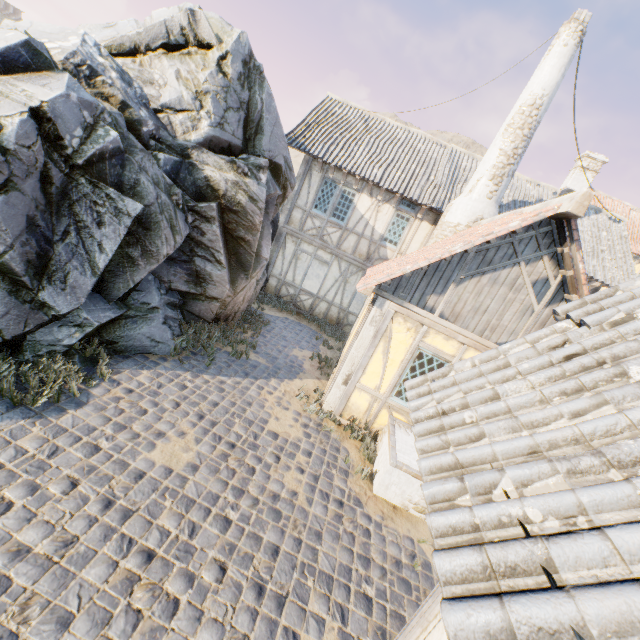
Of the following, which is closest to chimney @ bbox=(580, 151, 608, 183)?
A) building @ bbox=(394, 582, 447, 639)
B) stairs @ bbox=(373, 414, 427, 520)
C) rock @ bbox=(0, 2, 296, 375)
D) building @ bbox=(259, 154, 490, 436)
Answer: building @ bbox=(259, 154, 490, 436)

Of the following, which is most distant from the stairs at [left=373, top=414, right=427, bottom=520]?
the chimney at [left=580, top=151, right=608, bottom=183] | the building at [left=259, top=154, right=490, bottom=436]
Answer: the chimney at [left=580, top=151, right=608, bottom=183]

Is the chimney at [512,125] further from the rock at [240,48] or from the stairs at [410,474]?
the stairs at [410,474]

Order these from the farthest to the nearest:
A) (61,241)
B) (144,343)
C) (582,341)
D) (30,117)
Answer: A:
1. (144,343)
2. (61,241)
3. (30,117)
4. (582,341)

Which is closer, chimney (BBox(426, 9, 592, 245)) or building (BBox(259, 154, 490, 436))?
building (BBox(259, 154, 490, 436))

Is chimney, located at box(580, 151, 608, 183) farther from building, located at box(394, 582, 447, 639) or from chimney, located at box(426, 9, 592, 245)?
building, located at box(394, 582, 447, 639)

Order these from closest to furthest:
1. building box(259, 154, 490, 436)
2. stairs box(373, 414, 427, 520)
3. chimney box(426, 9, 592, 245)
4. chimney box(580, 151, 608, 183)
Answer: stairs box(373, 414, 427, 520) → building box(259, 154, 490, 436) → chimney box(426, 9, 592, 245) → chimney box(580, 151, 608, 183)

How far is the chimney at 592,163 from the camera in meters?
20.8
